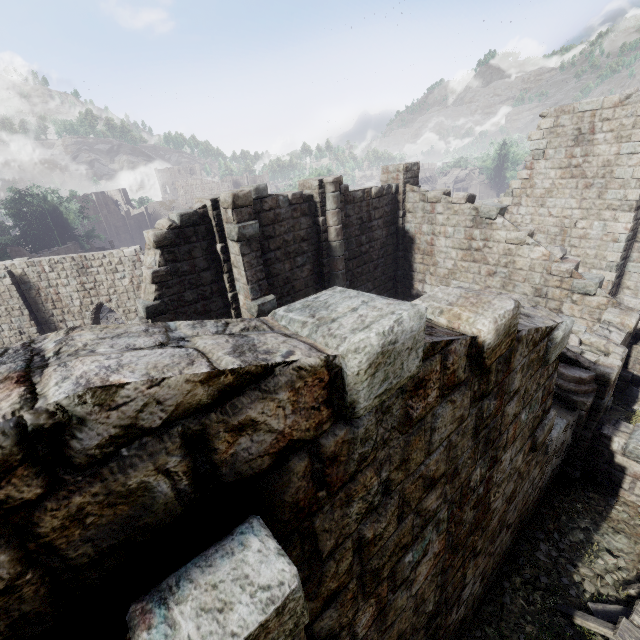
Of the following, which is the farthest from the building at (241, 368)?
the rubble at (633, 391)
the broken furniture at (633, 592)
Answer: the broken furniture at (633, 592)

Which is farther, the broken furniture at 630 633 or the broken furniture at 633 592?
the broken furniture at 633 592

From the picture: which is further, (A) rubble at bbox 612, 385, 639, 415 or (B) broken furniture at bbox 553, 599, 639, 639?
(A) rubble at bbox 612, 385, 639, 415

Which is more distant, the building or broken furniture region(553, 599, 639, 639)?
broken furniture region(553, 599, 639, 639)

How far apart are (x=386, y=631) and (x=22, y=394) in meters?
3.8

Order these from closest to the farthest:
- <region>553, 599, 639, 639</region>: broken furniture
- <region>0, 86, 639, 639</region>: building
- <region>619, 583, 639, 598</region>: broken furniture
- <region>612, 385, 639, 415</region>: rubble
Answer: <region>0, 86, 639, 639</region>: building < <region>553, 599, 639, 639</region>: broken furniture < <region>619, 583, 639, 598</region>: broken furniture < <region>612, 385, 639, 415</region>: rubble

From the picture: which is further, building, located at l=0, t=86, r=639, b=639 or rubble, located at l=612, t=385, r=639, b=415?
rubble, located at l=612, t=385, r=639, b=415

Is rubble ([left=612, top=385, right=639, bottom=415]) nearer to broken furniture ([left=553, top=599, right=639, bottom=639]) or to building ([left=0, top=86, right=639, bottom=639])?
building ([left=0, top=86, right=639, bottom=639])
